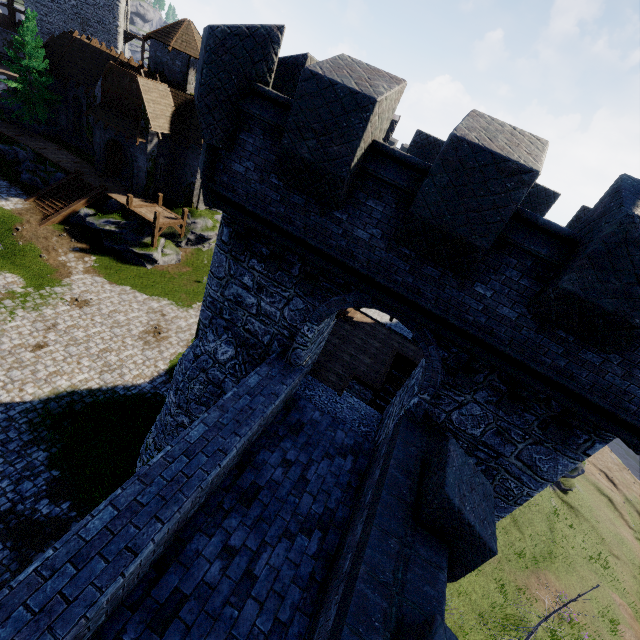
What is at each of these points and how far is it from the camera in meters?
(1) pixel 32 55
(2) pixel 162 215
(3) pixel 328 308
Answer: (1) tree, 28.3 m
(2) walkway, 28.1 m
(3) building, 7.5 m

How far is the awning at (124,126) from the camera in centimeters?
2631cm

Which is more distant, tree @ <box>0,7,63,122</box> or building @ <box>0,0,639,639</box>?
tree @ <box>0,7,63,122</box>

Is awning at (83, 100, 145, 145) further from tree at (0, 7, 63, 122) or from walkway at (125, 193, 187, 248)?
tree at (0, 7, 63, 122)

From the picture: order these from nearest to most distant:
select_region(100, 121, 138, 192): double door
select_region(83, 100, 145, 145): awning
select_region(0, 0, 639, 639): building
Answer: select_region(0, 0, 639, 639): building, select_region(83, 100, 145, 145): awning, select_region(100, 121, 138, 192): double door

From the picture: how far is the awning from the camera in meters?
26.3 m

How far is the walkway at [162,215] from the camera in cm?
2638

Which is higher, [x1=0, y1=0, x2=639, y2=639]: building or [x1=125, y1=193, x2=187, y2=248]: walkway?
[x1=0, y1=0, x2=639, y2=639]: building
